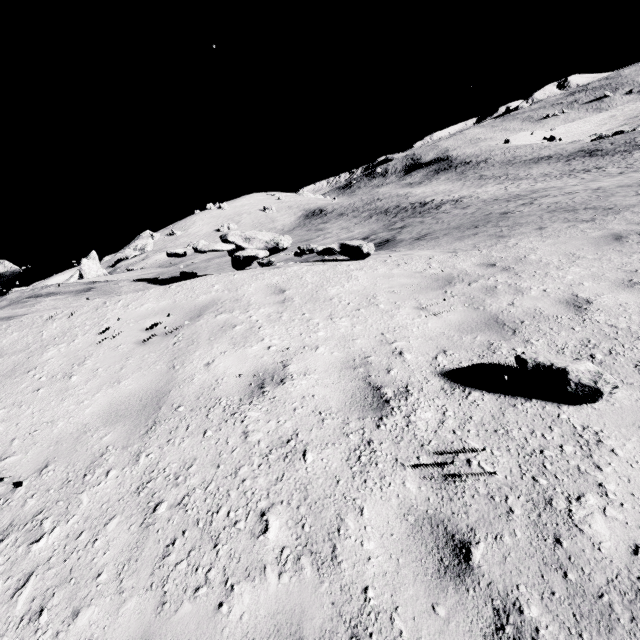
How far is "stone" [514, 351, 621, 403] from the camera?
2.6m

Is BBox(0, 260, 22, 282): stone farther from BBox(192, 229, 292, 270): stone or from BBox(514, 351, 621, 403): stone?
BBox(514, 351, 621, 403): stone

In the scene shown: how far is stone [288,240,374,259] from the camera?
6.8 meters

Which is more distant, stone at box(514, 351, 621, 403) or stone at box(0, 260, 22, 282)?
stone at box(0, 260, 22, 282)

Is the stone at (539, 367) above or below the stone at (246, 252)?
below

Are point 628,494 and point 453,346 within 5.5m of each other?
yes

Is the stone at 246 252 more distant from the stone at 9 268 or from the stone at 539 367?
the stone at 539 367

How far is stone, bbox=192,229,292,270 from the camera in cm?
629
